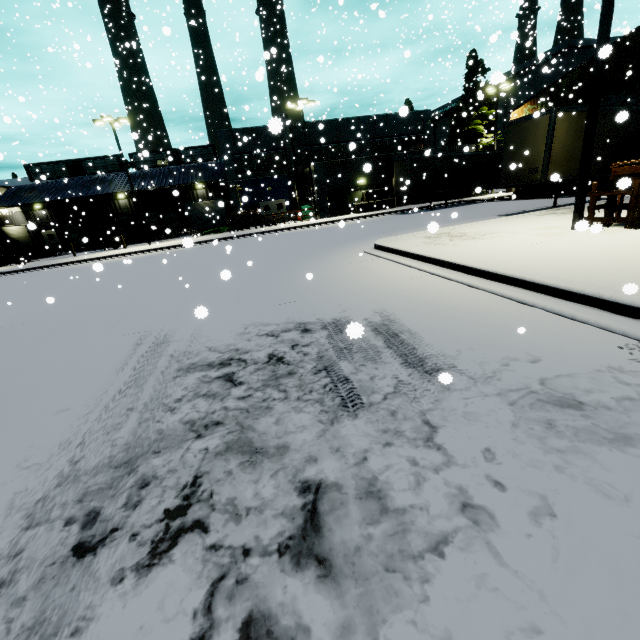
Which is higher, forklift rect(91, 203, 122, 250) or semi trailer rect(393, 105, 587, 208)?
semi trailer rect(393, 105, 587, 208)

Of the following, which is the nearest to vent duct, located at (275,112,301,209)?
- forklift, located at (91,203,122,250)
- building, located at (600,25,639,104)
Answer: building, located at (600,25,639,104)

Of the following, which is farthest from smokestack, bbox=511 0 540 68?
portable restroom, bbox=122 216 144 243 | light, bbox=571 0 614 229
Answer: light, bbox=571 0 614 229

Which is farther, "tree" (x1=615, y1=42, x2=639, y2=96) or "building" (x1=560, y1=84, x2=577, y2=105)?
"building" (x1=560, y1=84, x2=577, y2=105)

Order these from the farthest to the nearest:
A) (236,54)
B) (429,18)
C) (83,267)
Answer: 1. (83,267)
2. (236,54)
3. (429,18)

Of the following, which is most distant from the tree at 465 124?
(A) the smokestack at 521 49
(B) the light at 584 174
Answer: (B) the light at 584 174

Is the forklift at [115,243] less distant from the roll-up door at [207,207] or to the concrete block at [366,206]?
the roll-up door at [207,207]

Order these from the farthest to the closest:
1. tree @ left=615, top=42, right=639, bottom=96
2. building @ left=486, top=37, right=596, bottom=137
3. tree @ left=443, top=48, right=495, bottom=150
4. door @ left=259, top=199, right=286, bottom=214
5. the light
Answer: door @ left=259, top=199, right=286, bottom=214 → tree @ left=443, top=48, right=495, bottom=150 → building @ left=486, top=37, right=596, bottom=137 → tree @ left=615, top=42, right=639, bottom=96 → the light
